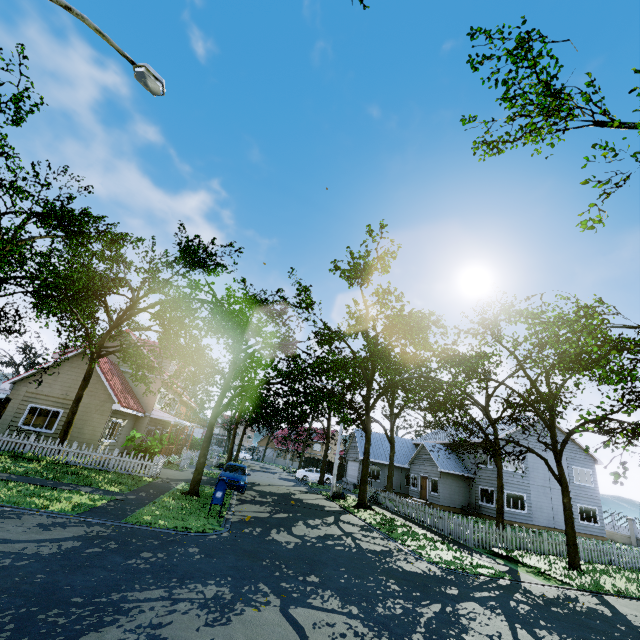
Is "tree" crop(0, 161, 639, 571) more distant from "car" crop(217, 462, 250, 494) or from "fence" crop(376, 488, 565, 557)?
"car" crop(217, 462, 250, 494)

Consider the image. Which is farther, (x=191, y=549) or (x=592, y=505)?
(x=592, y=505)

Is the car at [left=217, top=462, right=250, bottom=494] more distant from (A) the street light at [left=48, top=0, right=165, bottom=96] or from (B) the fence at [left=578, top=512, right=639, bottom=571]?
(A) the street light at [left=48, top=0, right=165, bottom=96]

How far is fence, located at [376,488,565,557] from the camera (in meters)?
15.12

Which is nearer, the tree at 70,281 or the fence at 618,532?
the tree at 70,281

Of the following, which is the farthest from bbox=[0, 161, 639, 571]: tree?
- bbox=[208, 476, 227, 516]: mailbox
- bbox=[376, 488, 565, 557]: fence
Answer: bbox=[208, 476, 227, 516]: mailbox

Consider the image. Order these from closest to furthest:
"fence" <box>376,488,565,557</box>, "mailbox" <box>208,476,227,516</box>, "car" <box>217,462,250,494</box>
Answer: "mailbox" <box>208,476,227,516</box>
"fence" <box>376,488,565,557</box>
"car" <box>217,462,250,494</box>

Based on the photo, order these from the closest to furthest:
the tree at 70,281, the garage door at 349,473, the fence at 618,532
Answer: the tree at 70,281
the fence at 618,532
the garage door at 349,473
